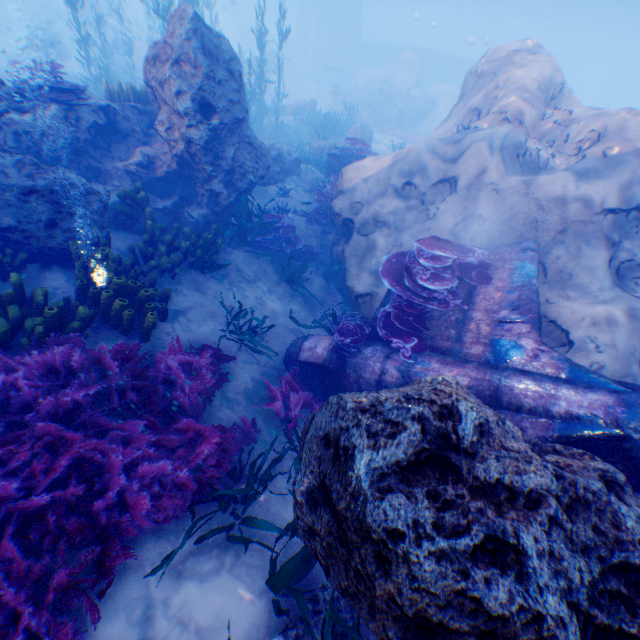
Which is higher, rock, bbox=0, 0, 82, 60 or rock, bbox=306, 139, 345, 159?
rock, bbox=0, 0, 82, 60

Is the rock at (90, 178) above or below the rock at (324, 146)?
above

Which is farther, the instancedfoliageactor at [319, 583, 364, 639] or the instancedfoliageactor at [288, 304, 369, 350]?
the instancedfoliageactor at [288, 304, 369, 350]

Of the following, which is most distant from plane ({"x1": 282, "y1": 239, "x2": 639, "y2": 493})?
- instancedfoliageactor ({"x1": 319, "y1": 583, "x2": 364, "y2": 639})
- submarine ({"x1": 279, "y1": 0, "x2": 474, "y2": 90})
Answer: submarine ({"x1": 279, "y1": 0, "x2": 474, "y2": 90})

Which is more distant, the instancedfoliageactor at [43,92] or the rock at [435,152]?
the instancedfoliageactor at [43,92]

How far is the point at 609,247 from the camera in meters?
5.3

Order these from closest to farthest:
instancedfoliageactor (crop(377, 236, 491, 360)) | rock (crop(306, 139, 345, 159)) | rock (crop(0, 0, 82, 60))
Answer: instancedfoliageactor (crop(377, 236, 491, 360)), rock (crop(306, 139, 345, 159)), rock (crop(0, 0, 82, 60))
